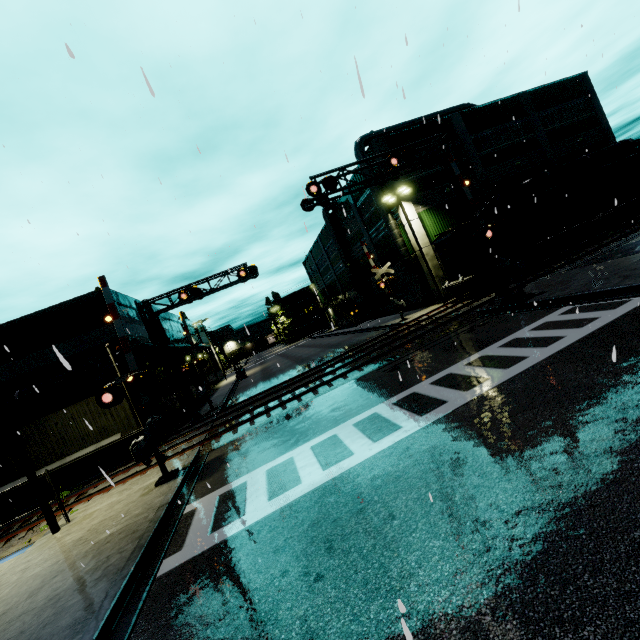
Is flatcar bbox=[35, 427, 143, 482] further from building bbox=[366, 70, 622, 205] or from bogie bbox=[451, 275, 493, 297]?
bogie bbox=[451, 275, 493, 297]

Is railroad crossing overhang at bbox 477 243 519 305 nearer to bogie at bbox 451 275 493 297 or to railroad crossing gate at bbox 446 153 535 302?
railroad crossing gate at bbox 446 153 535 302

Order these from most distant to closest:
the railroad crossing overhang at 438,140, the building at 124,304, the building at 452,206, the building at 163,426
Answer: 1. the building at 452,206
2. the building at 124,304
3. the building at 163,426
4. the railroad crossing overhang at 438,140

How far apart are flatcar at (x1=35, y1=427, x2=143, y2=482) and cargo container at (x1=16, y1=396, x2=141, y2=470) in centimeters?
0cm

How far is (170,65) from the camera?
9.5m

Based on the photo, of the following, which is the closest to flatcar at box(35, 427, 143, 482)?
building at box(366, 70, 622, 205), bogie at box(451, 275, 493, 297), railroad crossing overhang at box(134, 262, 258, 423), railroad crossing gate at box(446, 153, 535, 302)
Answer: railroad crossing overhang at box(134, 262, 258, 423)

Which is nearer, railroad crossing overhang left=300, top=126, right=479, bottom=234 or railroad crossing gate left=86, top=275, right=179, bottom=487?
railroad crossing gate left=86, top=275, right=179, bottom=487

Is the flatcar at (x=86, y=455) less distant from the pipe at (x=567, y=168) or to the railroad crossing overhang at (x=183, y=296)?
the railroad crossing overhang at (x=183, y=296)
